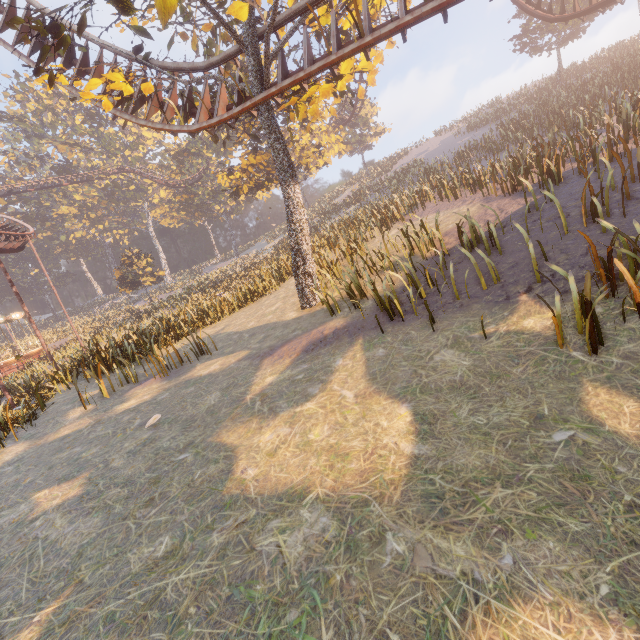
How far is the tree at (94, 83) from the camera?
9.6 meters

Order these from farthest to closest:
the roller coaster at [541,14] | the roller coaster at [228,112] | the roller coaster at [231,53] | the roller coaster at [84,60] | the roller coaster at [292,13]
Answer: the roller coaster at [541,14]
the roller coaster at [84,60]
the roller coaster at [231,53]
the roller coaster at [292,13]
the roller coaster at [228,112]

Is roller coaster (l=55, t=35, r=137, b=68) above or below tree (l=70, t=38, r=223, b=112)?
above

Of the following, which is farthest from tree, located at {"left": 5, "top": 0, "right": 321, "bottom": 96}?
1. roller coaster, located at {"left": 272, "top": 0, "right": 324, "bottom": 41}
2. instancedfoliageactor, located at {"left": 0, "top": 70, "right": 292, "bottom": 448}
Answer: instancedfoliageactor, located at {"left": 0, "top": 70, "right": 292, "bottom": 448}

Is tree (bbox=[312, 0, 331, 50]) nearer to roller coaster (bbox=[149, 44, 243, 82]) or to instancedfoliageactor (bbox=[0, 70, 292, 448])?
roller coaster (bbox=[149, 44, 243, 82])

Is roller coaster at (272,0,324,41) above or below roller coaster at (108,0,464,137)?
above

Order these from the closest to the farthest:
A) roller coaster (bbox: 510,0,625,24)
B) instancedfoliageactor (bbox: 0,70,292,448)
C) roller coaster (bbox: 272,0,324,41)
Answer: roller coaster (bbox: 272,0,324,41) < instancedfoliageactor (bbox: 0,70,292,448) < roller coaster (bbox: 510,0,625,24)

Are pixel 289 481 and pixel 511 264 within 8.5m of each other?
yes
